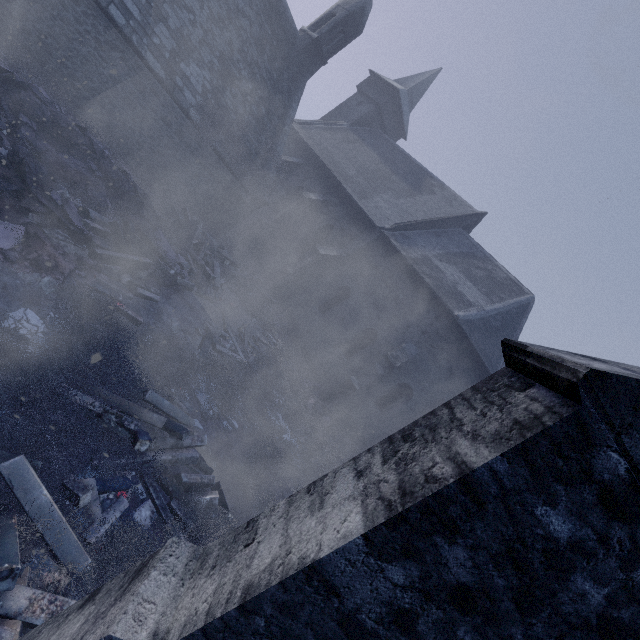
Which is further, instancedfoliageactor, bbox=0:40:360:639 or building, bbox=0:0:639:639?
instancedfoliageactor, bbox=0:40:360:639

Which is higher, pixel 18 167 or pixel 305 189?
pixel 305 189

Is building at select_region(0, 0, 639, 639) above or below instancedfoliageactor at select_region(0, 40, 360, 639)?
above

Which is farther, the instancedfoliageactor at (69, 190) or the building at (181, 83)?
the instancedfoliageactor at (69, 190)

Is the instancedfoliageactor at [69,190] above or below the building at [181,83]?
below
